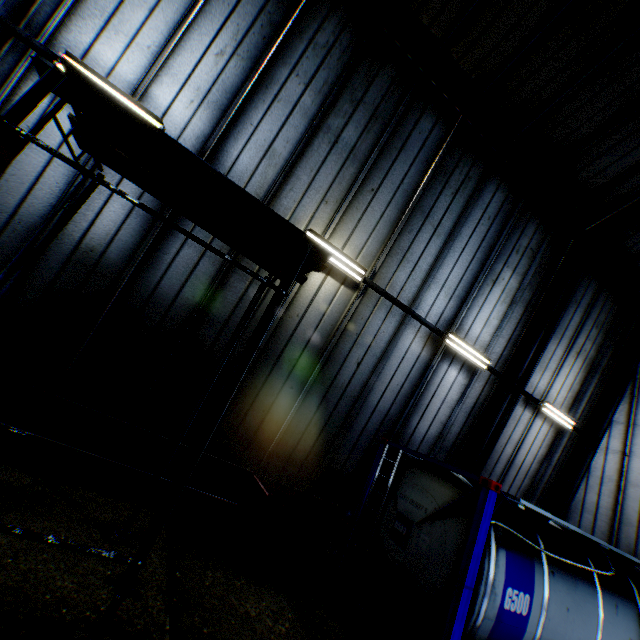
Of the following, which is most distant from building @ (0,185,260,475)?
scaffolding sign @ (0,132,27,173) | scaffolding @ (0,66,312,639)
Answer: scaffolding sign @ (0,132,27,173)

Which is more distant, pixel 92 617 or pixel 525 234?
pixel 525 234

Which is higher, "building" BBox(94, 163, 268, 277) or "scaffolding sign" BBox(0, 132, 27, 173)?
"building" BBox(94, 163, 268, 277)

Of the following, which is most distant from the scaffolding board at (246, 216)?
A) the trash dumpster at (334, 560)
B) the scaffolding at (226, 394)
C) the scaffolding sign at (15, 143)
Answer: the trash dumpster at (334, 560)

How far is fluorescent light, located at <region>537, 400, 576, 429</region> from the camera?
9.5 meters

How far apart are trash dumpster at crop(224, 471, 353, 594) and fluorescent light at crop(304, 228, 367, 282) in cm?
453

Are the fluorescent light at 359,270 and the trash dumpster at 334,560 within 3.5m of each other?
no

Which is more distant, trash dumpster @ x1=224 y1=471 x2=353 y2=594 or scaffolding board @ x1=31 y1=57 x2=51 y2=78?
trash dumpster @ x1=224 y1=471 x2=353 y2=594
